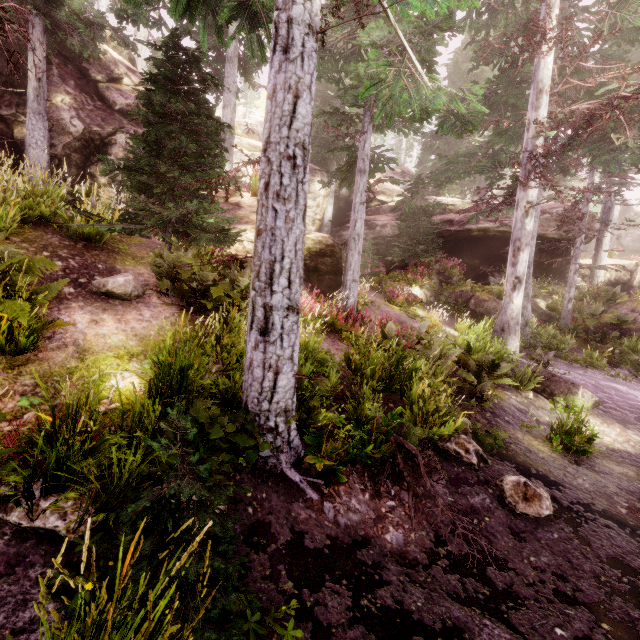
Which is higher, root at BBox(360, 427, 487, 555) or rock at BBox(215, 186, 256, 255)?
rock at BBox(215, 186, 256, 255)

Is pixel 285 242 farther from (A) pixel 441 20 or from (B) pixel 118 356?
(A) pixel 441 20

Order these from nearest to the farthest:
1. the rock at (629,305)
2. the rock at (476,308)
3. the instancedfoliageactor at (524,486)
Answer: the instancedfoliageactor at (524,486) → the rock at (476,308) → the rock at (629,305)

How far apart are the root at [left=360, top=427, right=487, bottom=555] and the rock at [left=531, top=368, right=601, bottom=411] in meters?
5.7

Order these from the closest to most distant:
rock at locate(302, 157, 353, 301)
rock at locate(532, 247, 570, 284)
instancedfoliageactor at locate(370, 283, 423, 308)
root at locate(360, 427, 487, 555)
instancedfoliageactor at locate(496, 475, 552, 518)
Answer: root at locate(360, 427, 487, 555), instancedfoliageactor at locate(496, 475, 552, 518), rock at locate(302, 157, 353, 301), instancedfoliageactor at locate(370, 283, 423, 308), rock at locate(532, 247, 570, 284)

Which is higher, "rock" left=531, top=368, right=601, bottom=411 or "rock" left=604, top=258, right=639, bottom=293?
"rock" left=604, top=258, right=639, bottom=293

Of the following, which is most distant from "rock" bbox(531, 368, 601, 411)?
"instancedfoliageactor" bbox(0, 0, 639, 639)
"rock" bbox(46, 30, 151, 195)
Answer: "rock" bbox(46, 30, 151, 195)

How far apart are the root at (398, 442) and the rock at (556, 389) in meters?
5.7
